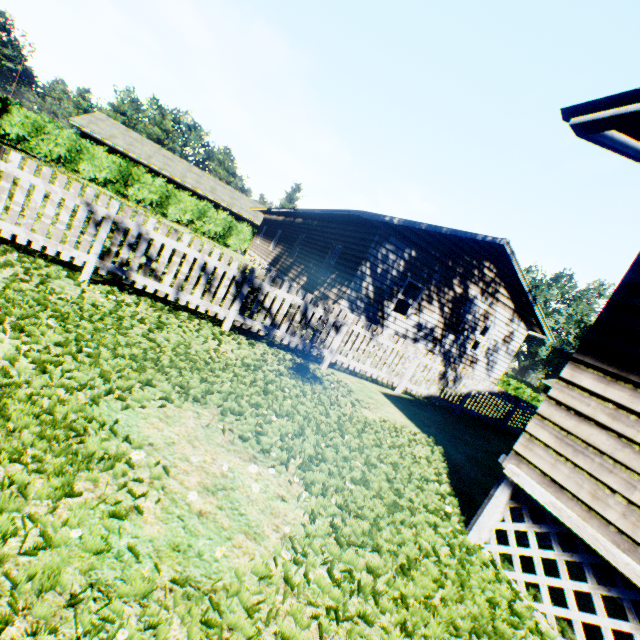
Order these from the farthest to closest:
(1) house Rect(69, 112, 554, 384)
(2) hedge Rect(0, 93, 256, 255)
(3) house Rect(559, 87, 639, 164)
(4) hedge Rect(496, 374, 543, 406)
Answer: (4) hedge Rect(496, 374, 543, 406)
(2) hedge Rect(0, 93, 256, 255)
(1) house Rect(69, 112, 554, 384)
(3) house Rect(559, 87, 639, 164)

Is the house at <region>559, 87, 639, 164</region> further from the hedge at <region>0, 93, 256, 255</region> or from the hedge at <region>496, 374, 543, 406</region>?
the hedge at <region>496, 374, 543, 406</region>

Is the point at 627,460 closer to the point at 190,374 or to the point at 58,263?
the point at 190,374

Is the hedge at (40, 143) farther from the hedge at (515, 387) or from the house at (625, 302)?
the hedge at (515, 387)

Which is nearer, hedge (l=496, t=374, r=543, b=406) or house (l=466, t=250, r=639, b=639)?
house (l=466, t=250, r=639, b=639)

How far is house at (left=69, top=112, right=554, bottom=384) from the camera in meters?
11.9

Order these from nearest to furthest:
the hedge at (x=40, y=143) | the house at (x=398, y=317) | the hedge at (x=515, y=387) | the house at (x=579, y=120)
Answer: the house at (x=579, y=120) → the house at (x=398, y=317) → the hedge at (x=40, y=143) → the hedge at (x=515, y=387)

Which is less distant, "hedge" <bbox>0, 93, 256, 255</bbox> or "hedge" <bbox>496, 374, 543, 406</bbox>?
"hedge" <bbox>0, 93, 256, 255</bbox>
